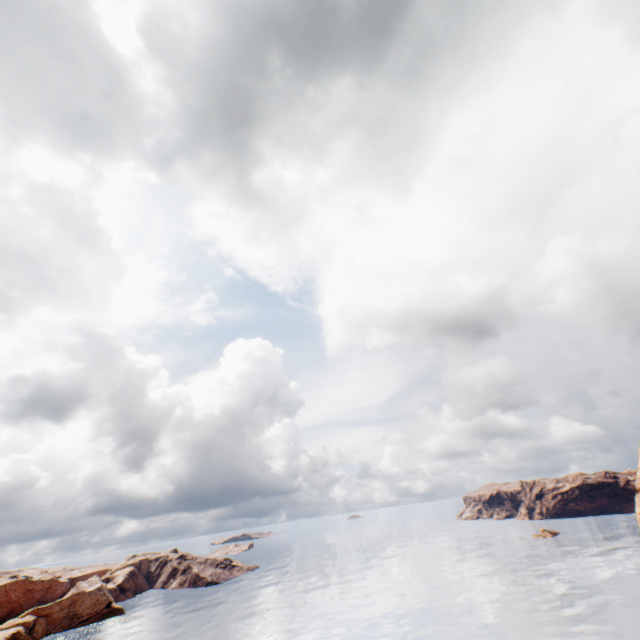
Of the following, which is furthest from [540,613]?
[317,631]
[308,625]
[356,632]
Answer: [308,625]
